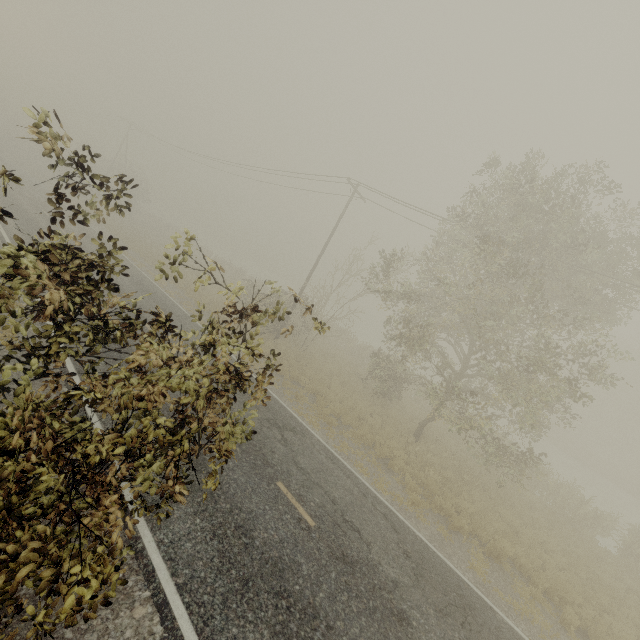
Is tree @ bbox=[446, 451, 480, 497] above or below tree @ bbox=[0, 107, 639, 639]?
below

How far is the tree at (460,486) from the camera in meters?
14.0

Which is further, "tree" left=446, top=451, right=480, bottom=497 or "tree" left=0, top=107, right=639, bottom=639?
"tree" left=446, top=451, right=480, bottom=497

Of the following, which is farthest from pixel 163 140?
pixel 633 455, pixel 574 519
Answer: pixel 633 455

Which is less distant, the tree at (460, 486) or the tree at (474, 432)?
the tree at (474, 432)

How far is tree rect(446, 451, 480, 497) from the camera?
13.99m
